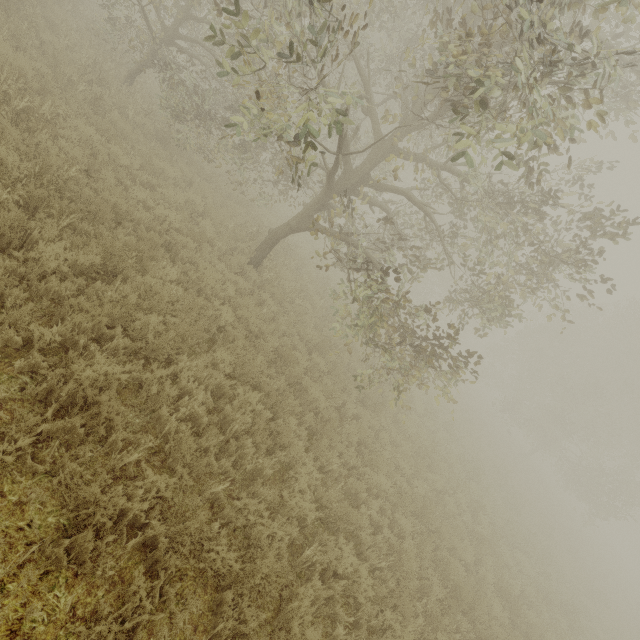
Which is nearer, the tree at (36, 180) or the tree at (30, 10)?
the tree at (36, 180)

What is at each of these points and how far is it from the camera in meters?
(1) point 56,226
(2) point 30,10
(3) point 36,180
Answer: (1) tree, 5.0
(2) tree, 8.8
(3) tree, 5.2

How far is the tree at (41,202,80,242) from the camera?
4.8m

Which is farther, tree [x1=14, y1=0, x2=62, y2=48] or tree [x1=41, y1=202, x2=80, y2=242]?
tree [x1=14, y1=0, x2=62, y2=48]
